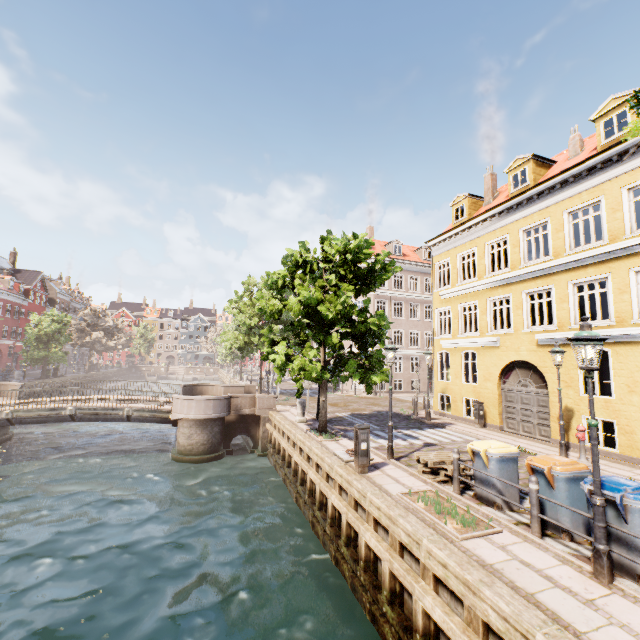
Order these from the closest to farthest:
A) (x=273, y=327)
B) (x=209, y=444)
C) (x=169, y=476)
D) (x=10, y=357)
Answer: (x=169, y=476) → (x=209, y=444) → (x=273, y=327) → (x=10, y=357)

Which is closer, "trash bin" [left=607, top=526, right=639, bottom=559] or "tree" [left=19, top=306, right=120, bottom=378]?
"trash bin" [left=607, top=526, right=639, bottom=559]

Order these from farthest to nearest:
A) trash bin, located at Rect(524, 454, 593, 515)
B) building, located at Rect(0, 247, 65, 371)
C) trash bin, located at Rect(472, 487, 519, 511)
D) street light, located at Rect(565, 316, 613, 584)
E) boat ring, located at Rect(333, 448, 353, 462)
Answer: building, located at Rect(0, 247, 65, 371) < boat ring, located at Rect(333, 448, 353, 462) < trash bin, located at Rect(472, 487, 519, 511) < trash bin, located at Rect(524, 454, 593, 515) < street light, located at Rect(565, 316, 613, 584)

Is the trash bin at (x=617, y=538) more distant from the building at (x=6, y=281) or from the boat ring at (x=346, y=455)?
the building at (x=6, y=281)

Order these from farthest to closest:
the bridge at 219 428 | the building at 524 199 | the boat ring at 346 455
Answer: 1. the bridge at 219 428
2. the building at 524 199
3. the boat ring at 346 455

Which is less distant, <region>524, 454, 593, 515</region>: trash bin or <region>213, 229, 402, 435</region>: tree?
<region>524, 454, 593, 515</region>: trash bin

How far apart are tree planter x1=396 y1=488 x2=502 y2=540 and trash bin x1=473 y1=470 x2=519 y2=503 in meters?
0.8

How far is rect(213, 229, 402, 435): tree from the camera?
11.6m
